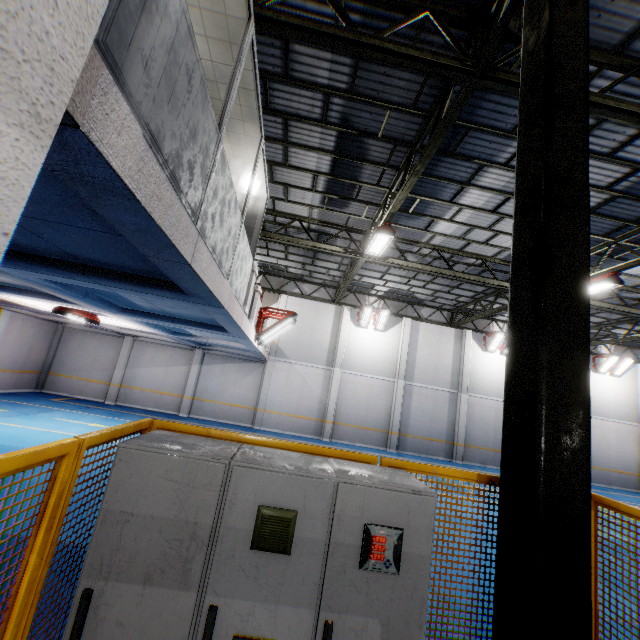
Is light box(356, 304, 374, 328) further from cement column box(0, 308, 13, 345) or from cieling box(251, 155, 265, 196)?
cement column box(0, 308, 13, 345)

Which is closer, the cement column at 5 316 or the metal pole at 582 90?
the metal pole at 582 90

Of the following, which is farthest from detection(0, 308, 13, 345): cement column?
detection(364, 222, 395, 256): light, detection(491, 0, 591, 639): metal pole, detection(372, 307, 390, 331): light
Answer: detection(491, 0, 591, 639): metal pole

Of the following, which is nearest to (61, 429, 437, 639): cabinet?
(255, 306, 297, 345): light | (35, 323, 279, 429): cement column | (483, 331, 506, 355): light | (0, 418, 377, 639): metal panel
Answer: (0, 418, 377, 639): metal panel

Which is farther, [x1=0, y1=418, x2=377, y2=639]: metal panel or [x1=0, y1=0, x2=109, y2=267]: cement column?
[x1=0, y1=418, x2=377, y2=639]: metal panel

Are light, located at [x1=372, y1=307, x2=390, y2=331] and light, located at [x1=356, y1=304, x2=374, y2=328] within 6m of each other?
yes

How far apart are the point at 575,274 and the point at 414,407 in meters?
17.9

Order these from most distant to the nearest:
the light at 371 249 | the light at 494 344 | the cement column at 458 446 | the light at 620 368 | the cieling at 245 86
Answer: the light at 620 368, the light at 494 344, the cement column at 458 446, the light at 371 249, the cieling at 245 86
